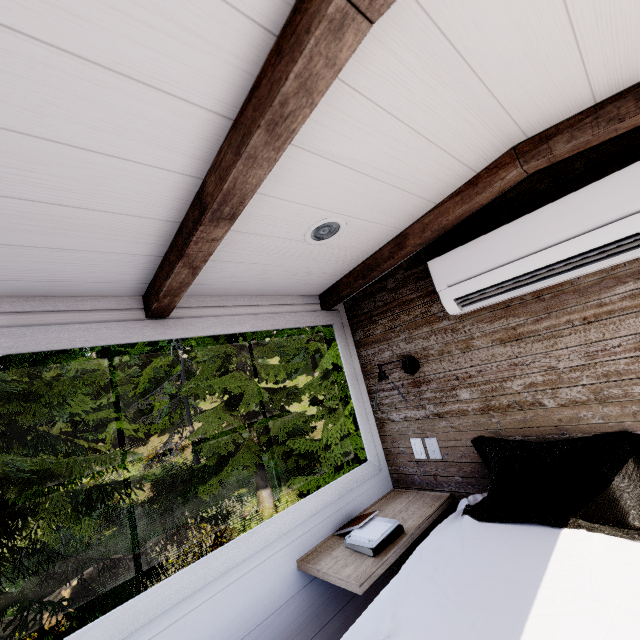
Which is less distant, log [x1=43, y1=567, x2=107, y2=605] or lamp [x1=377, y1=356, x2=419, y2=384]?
lamp [x1=377, y1=356, x2=419, y2=384]

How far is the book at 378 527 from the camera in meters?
1.5 m

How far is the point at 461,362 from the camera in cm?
186

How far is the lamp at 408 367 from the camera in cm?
186

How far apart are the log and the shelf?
10.0 meters

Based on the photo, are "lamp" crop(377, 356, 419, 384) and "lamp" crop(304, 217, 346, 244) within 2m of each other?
yes

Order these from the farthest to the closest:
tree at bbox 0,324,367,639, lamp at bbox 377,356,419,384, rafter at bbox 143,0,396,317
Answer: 1. tree at bbox 0,324,367,639
2. lamp at bbox 377,356,419,384
3. rafter at bbox 143,0,396,317

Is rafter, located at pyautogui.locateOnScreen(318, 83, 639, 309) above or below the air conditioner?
above
